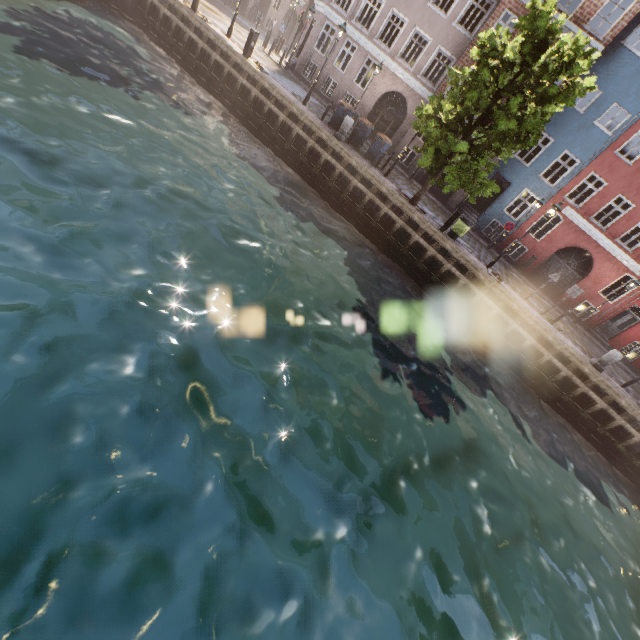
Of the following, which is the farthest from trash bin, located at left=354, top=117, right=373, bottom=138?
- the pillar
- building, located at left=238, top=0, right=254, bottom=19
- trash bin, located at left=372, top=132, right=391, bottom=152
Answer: the pillar

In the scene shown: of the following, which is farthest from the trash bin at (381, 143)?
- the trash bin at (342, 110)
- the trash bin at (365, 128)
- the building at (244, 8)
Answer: the building at (244, 8)

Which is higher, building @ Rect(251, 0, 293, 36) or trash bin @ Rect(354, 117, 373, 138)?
building @ Rect(251, 0, 293, 36)

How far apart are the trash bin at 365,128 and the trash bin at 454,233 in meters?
6.7 m

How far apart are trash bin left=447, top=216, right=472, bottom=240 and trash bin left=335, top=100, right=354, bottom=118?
8.15m

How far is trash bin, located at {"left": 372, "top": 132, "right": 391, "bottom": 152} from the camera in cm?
1667

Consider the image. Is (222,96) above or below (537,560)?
above

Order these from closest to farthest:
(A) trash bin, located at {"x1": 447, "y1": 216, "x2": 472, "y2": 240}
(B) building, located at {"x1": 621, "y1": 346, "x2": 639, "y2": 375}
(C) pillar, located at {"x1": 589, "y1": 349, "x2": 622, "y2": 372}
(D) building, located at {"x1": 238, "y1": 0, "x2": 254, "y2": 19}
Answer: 1. (C) pillar, located at {"x1": 589, "y1": 349, "x2": 622, "y2": 372}
2. (A) trash bin, located at {"x1": 447, "y1": 216, "x2": 472, "y2": 240}
3. (B) building, located at {"x1": 621, "y1": 346, "x2": 639, "y2": 375}
4. (D) building, located at {"x1": 238, "y1": 0, "x2": 254, "y2": 19}
